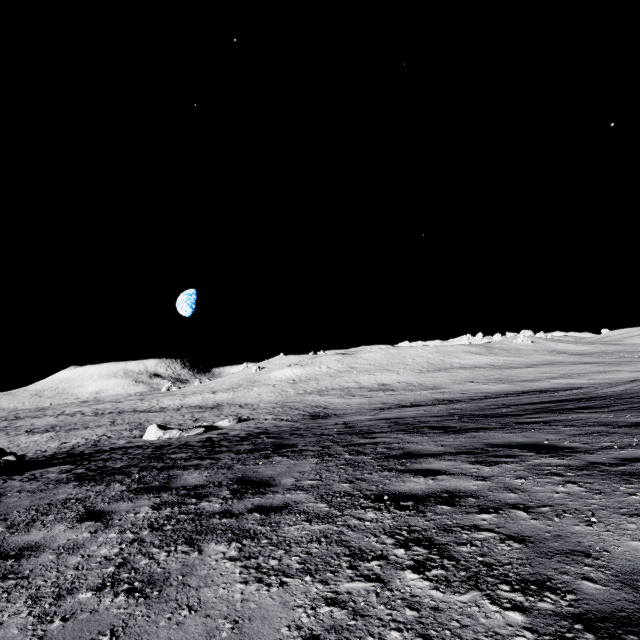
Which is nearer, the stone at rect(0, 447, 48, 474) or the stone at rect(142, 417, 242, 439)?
the stone at rect(0, 447, 48, 474)

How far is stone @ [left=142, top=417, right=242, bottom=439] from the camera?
24.1m

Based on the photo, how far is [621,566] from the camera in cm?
170

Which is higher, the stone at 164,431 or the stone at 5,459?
the stone at 5,459

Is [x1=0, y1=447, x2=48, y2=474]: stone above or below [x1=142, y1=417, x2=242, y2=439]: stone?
above

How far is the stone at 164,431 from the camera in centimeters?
2409cm
